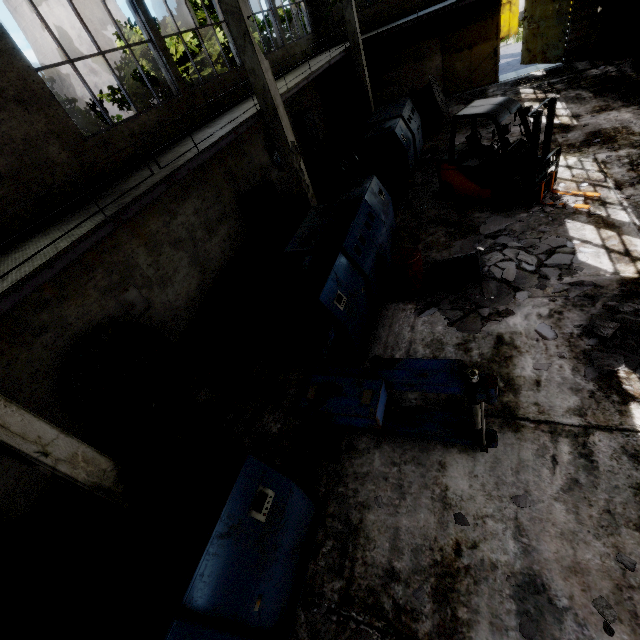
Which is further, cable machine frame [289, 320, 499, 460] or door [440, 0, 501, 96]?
door [440, 0, 501, 96]

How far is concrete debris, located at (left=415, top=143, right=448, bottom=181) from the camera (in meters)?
11.77

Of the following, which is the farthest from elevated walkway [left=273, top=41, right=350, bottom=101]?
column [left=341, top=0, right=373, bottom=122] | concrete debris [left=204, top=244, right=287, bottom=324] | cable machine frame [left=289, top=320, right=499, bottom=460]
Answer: cable machine frame [left=289, top=320, right=499, bottom=460]

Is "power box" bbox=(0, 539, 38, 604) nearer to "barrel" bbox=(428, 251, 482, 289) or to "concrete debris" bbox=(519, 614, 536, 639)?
"concrete debris" bbox=(519, 614, 536, 639)

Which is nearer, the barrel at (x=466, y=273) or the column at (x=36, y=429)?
the column at (x=36, y=429)

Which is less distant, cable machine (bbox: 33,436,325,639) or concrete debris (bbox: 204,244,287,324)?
cable machine (bbox: 33,436,325,639)

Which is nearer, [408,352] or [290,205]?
[408,352]

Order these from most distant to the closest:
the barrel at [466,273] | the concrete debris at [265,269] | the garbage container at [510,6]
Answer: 1. the garbage container at [510,6]
2. the concrete debris at [265,269]
3. the barrel at [466,273]
